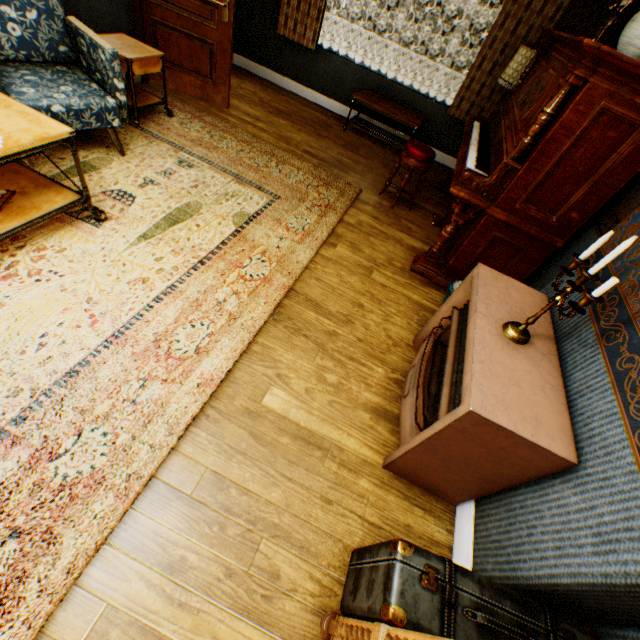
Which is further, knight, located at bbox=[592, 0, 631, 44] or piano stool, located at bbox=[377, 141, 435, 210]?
piano stool, located at bbox=[377, 141, 435, 210]

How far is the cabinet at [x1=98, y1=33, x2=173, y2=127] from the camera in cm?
325

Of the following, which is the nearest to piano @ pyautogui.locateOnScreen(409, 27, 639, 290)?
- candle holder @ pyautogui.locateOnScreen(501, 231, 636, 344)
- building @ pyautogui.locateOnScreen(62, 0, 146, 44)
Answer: building @ pyautogui.locateOnScreen(62, 0, 146, 44)

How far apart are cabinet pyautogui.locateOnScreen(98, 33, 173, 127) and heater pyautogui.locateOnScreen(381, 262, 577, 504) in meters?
3.8

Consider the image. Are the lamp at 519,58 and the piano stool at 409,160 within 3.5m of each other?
yes

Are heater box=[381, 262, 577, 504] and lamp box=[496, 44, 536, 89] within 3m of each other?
no

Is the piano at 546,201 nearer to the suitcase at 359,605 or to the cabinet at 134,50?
the suitcase at 359,605

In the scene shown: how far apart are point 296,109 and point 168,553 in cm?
620
